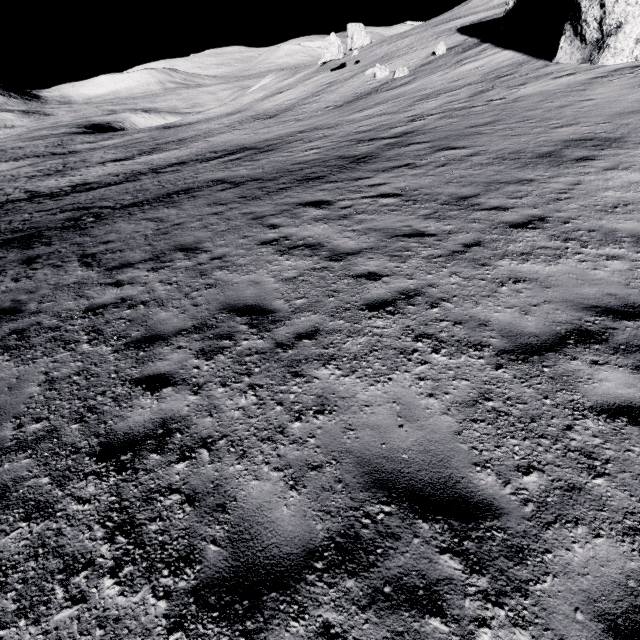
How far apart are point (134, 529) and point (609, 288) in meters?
7.1
